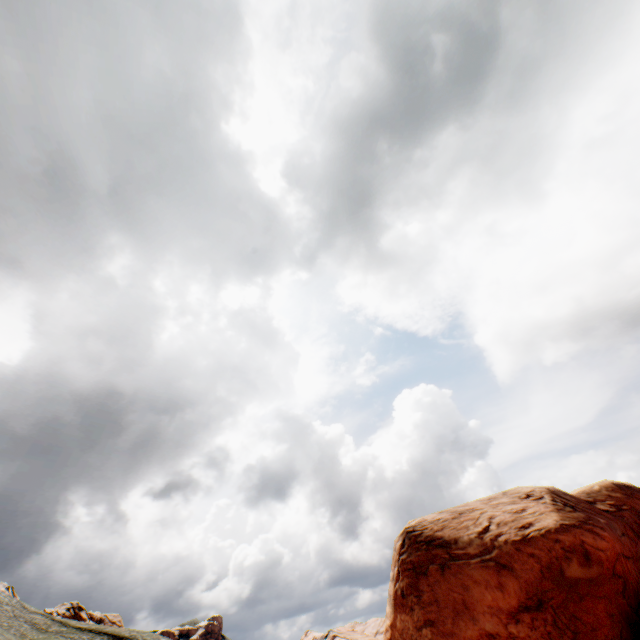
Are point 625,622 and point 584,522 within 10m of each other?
yes
